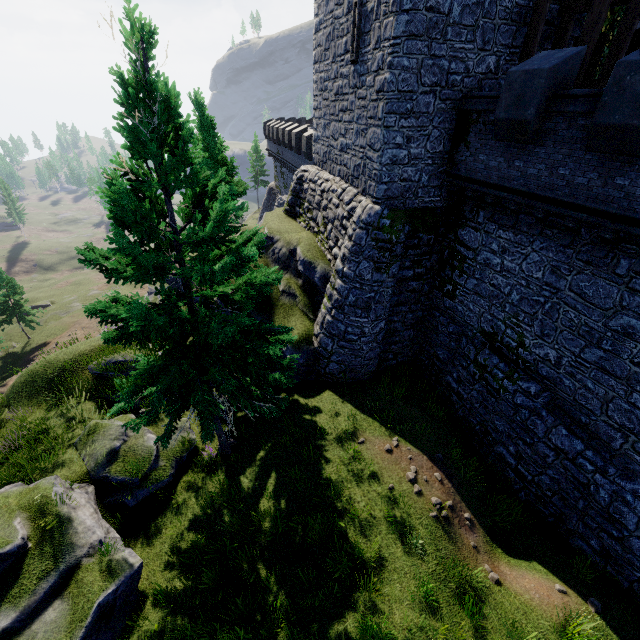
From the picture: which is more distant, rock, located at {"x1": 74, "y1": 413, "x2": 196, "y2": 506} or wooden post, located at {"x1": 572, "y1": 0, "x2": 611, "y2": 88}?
rock, located at {"x1": 74, "y1": 413, "x2": 196, "y2": 506}

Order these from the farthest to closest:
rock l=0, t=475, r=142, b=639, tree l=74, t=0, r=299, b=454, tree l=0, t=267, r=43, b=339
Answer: tree l=0, t=267, r=43, b=339 < rock l=0, t=475, r=142, b=639 < tree l=74, t=0, r=299, b=454

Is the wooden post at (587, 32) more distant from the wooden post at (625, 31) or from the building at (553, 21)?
the building at (553, 21)

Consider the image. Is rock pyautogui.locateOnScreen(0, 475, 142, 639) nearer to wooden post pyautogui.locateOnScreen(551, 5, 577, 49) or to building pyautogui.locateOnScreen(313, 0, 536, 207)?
building pyautogui.locateOnScreen(313, 0, 536, 207)

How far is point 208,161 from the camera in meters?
13.6 m

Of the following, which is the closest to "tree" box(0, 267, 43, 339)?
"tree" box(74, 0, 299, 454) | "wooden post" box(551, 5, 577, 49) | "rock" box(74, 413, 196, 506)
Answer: "rock" box(74, 413, 196, 506)

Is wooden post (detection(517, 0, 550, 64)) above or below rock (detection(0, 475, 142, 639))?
above

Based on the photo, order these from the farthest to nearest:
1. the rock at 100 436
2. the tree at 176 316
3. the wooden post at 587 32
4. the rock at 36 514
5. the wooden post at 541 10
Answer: the rock at 100 436 → the wooden post at 541 10 → the wooden post at 587 32 → the rock at 36 514 → the tree at 176 316
